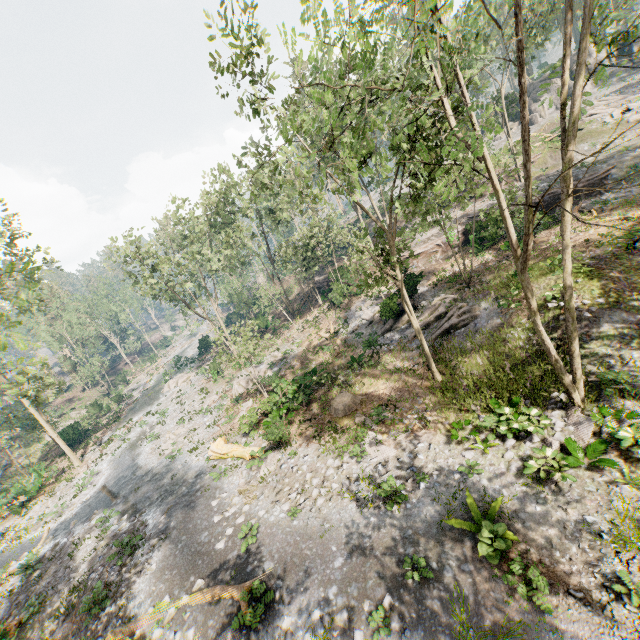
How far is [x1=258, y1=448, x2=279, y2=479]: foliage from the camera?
16.81m

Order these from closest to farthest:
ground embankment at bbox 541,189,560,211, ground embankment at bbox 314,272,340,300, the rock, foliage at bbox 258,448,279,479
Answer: foliage at bbox 258,448,279,479
ground embankment at bbox 541,189,560,211
ground embankment at bbox 314,272,340,300
the rock

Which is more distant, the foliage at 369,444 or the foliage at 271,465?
the foliage at 271,465

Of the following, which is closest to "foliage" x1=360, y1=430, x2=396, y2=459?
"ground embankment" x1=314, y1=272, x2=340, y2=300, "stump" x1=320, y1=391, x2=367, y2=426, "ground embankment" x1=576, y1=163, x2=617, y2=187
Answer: "ground embankment" x1=314, y1=272, x2=340, y2=300

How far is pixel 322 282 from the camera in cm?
4016

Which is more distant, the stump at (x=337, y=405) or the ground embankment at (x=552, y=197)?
the ground embankment at (x=552, y=197)

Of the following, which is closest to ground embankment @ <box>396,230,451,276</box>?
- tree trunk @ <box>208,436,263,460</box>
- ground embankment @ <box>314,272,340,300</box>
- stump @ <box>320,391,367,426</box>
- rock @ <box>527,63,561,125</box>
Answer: ground embankment @ <box>314,272,340,300</box>

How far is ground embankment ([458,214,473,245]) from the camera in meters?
28.7
